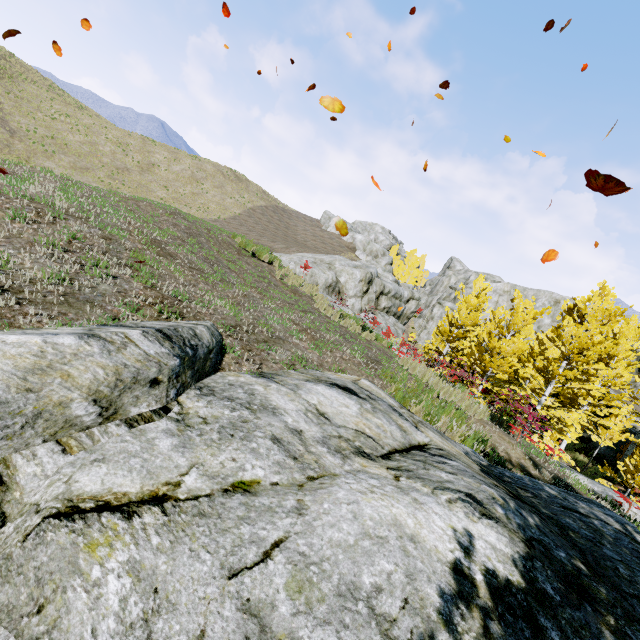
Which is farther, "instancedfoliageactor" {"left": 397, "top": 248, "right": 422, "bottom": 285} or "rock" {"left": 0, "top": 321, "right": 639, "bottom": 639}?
"instancedfoliageactor" {"left": 397, "top": 248, "right": 422, "bottom": 285}

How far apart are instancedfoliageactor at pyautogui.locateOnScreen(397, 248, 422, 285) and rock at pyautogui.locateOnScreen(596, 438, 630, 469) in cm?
2995

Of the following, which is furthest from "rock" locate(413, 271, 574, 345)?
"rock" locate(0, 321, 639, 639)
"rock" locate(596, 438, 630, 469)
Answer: "rock" locate(0, 321, 639, 639)

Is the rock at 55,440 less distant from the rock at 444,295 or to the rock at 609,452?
the rock at 609,452

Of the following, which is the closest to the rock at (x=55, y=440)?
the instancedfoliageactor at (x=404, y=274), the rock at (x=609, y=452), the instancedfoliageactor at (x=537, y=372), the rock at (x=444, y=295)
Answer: the instancedfoliageactor at (x=537, y=372)

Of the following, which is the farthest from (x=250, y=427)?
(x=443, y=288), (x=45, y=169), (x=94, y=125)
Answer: (x=443, y=288)

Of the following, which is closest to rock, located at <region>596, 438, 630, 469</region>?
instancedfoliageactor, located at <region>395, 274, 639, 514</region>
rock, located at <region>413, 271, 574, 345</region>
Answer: rock, located at <region>413, 271, 574, 345</region>
